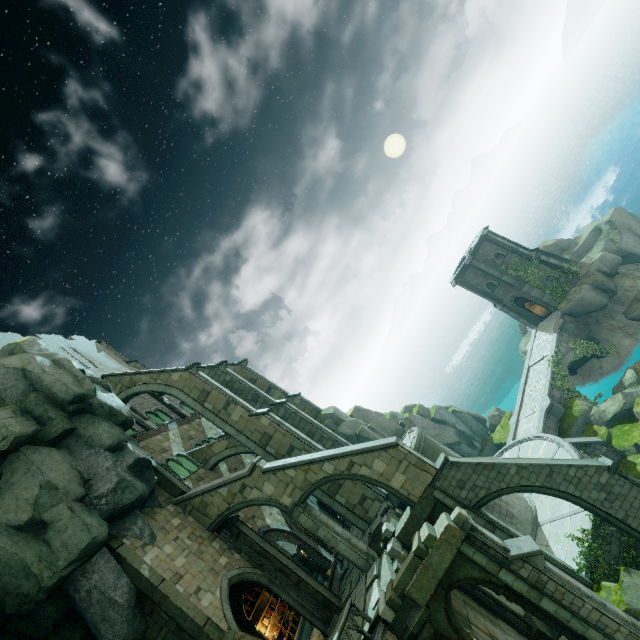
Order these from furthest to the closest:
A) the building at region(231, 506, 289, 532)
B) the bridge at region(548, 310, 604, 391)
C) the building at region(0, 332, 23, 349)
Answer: the bridge at region(548, 310, 604, 391), the building at region(0, 332, 23, 349), the building at region(231, 506, 289, 532)

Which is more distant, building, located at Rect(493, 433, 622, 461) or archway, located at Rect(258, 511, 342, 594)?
building, located at Rect(493, 433, 622, 461)

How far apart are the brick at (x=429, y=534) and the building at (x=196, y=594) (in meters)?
8.40

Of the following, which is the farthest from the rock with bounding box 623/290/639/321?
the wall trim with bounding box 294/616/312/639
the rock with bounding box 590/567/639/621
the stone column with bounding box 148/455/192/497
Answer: the stone column with bounding box 148/455/192/497

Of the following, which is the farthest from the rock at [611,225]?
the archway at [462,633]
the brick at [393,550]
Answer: the archway at [462,633]

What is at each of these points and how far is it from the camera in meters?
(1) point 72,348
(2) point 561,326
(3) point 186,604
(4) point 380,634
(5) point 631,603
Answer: (1) building, 30.1
(2) bridge, 29.1
(3) stone column, 13.2
(4) bridge, 11.0
(5) rock, 12.4

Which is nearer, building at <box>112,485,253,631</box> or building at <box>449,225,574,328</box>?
building at <box>112,485,253,631</box>

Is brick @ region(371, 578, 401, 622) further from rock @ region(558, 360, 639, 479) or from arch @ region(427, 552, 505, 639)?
rock @ region(558, 360, 639, 479)
